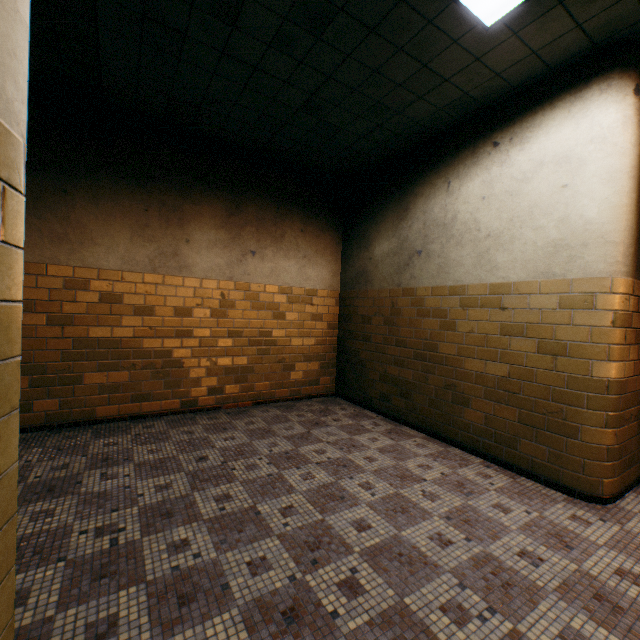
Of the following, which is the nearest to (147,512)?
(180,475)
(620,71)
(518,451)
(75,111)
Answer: (180,475)
